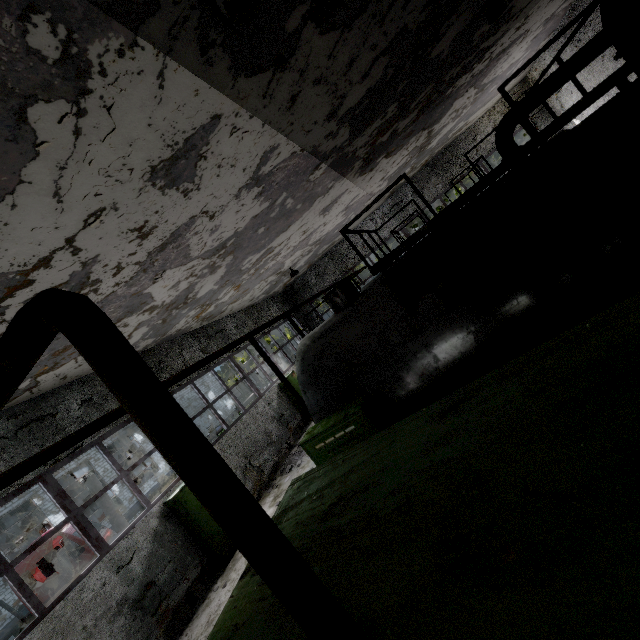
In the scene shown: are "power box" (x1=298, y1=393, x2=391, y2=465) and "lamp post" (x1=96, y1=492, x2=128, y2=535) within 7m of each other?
no

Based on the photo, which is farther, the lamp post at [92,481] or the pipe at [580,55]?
the lamp post at [92,481]

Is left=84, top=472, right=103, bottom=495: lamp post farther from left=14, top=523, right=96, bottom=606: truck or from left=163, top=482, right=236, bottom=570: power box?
left=163, top=482, right=236, bottom=570: power box

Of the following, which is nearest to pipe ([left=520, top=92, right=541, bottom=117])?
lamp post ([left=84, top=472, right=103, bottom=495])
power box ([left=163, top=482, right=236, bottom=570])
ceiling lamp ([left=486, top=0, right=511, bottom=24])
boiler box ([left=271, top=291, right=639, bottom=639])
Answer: boiler box ([left=271, top=291, right=639, bottom=639])

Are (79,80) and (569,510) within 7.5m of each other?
yes

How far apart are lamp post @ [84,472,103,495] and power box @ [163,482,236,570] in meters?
5.4

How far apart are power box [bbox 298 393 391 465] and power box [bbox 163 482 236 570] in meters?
6.0

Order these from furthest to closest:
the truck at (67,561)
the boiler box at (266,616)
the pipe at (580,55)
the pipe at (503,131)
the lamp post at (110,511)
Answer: the lamp post at (110,511) < the pipe at (503,131) < the truck at (67,561) < the pipe at (580,55) < the boiler box at (266,616)
